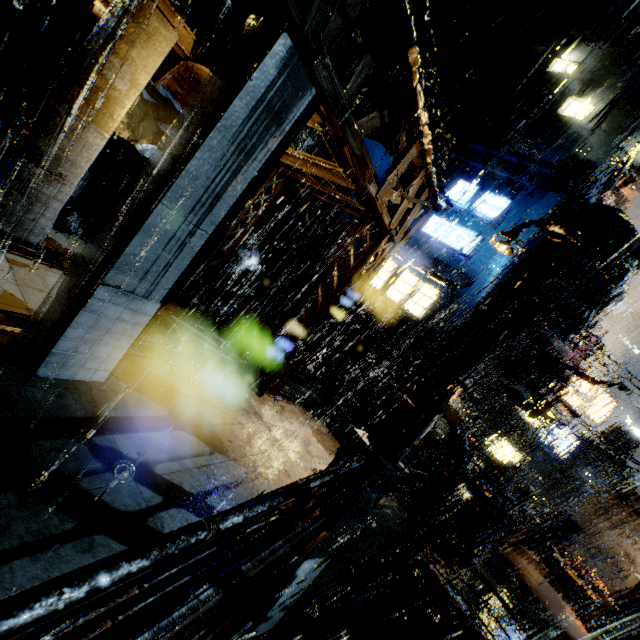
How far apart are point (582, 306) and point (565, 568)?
13.6 meters

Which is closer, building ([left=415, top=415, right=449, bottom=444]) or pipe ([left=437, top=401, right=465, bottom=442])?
pipe ([left=437, top=401, right=465, bottom=442])

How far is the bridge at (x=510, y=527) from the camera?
15.6m

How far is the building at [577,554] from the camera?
18.6 meters

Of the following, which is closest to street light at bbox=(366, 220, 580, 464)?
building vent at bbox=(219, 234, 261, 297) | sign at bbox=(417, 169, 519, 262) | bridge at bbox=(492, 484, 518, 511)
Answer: building vent at bbox=(219, 234, 261, 297)

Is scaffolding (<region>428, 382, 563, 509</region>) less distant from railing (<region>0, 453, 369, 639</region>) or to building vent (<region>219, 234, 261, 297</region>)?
railing (<region>0, 453, 369, 639</region>)

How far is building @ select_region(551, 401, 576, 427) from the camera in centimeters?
3275cm

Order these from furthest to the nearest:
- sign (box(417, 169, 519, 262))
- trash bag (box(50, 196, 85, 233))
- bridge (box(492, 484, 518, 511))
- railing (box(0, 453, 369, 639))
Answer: bridge (box(492, 484, 518, 511))
sign (box(417, 169, 519, 262))
trash bag (box(50, 196, 85, 233))
railing (box(0, 453, 369, 639))
